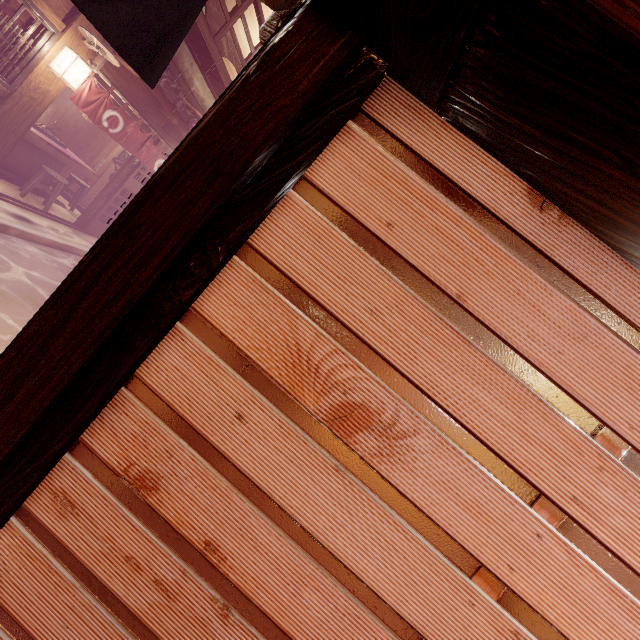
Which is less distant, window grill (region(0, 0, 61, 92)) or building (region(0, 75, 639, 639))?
building (region(0, 75, 639, 639))

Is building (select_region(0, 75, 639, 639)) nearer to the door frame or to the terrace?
the door frame

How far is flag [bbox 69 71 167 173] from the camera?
9.63m

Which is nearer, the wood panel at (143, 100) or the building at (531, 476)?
the building at (531, 476)

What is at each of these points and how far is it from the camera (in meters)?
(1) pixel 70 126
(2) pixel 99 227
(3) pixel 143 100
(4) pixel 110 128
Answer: (1) building, 16.25
(2) door, 13.81
(3) wood panel, 11.71
(4) flag, 10.91

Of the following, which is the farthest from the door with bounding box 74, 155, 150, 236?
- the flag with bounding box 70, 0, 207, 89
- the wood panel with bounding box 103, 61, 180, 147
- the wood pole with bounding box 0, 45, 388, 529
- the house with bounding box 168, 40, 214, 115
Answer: the wood pole with bounding box 0, 45, 388, 529

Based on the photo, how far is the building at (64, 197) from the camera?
14.54m

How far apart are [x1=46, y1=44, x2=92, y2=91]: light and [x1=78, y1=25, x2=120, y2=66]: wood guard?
0.4m
